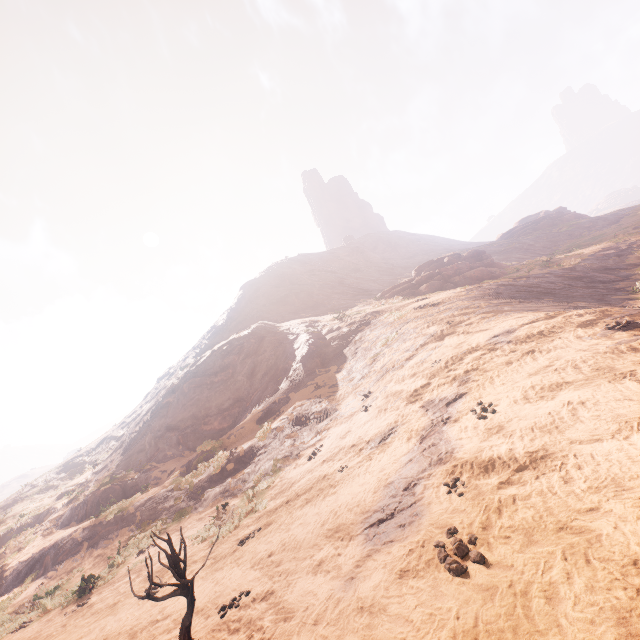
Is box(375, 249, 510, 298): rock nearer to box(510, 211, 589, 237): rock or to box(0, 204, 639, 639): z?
box(0, 204, 639, 639): z

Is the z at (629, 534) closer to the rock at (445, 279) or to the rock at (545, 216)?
the rock at (445, 279)

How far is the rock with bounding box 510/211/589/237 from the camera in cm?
5609

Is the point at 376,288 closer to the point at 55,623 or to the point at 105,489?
the point at 105,489

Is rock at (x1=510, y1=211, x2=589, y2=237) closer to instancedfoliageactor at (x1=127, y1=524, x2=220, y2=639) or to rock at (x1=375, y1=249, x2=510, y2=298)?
rock at (x1=375, y1=249, x2=510, y2=298)

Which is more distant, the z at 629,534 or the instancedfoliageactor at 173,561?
the instancedfoliageactor at 173,561
